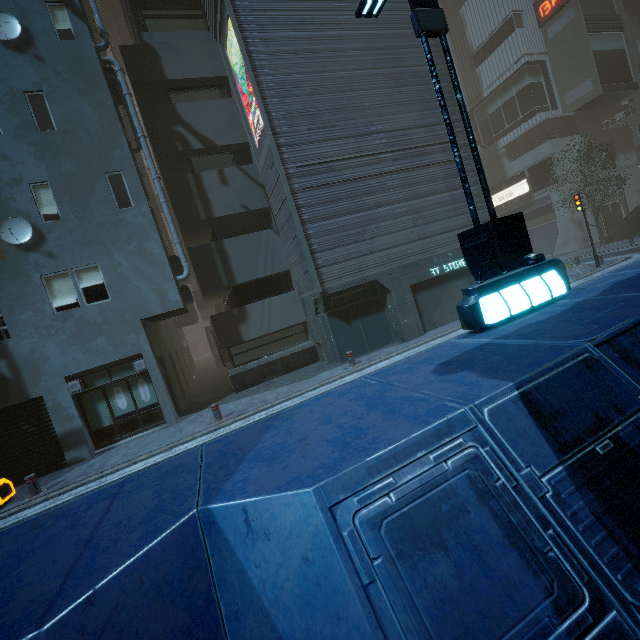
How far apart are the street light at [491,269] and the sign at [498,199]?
32.64m

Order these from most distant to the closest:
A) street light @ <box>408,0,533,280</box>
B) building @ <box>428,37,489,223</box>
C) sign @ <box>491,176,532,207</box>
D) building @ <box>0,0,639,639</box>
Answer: sign @ <box>491,176,532,207</box>
building @ <box>428,37,489,223</box>
street light @ <box>408,0,533,280</box>
building @ <box>0,0,639,639</box>

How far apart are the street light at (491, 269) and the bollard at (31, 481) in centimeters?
1147cm

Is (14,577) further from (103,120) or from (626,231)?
(626,231)

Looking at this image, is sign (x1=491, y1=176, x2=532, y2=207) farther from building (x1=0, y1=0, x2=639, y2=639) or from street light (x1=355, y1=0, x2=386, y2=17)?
street light (x1=355, y1=0, x2=386, y2=17)

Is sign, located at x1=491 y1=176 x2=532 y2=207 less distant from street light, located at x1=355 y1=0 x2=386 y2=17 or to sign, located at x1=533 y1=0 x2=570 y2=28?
sign, located at x1=533 y1=0 x2=570 y2=28

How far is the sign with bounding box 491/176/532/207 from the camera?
30.7m

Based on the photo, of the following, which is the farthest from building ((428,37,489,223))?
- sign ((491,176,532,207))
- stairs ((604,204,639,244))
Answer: stairs ((604,204,639,244))
